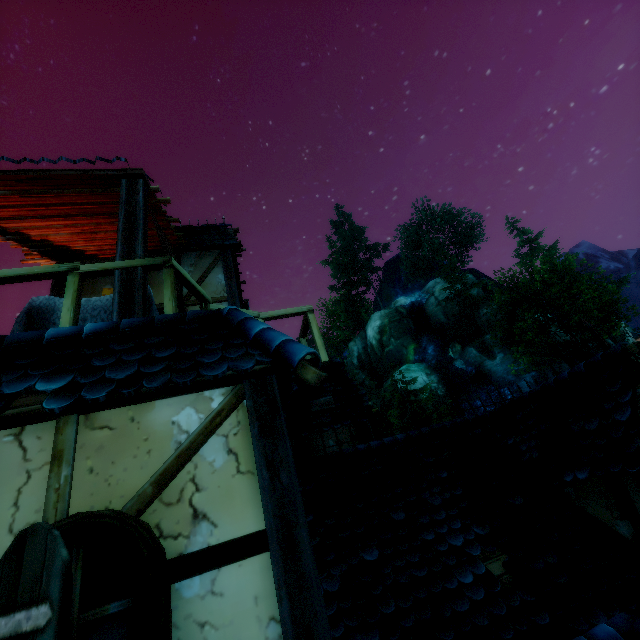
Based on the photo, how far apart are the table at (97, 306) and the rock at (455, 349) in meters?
39.6 m

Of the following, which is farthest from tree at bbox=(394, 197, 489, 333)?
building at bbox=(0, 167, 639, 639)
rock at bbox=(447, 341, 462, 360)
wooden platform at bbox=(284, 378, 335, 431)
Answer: wooden platform at bbox=(284, 378, 335, 431)

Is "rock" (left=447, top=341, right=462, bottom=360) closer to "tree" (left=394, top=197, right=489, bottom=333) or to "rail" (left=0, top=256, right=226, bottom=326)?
"tree" (left=394, top=197, right=489, bottom=333)

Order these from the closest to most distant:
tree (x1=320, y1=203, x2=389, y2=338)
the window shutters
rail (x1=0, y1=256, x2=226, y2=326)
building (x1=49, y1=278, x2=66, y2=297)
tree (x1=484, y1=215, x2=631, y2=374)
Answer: the window shutters → rail (x1=0, y1=256, x2=226, y2=326) → building (x1=49, y1=278, x2=66, y2=297) → tree (x1=484, y1=215, x2=631, y2=374) → tree (x1=320, y1=203, x2=389, y2=338)

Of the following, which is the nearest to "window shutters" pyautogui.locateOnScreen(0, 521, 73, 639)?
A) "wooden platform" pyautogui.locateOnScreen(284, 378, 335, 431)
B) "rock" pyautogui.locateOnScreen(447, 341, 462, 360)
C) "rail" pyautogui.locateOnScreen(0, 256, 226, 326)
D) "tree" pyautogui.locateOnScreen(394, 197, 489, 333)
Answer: "rail" pyautogui.locateOnScreen(0, 256, 226, 326)

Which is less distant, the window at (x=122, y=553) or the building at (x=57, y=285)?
the window at (x=122, y=553)

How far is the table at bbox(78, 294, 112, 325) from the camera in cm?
322

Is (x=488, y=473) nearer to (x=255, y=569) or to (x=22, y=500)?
(x=255, y=569)
